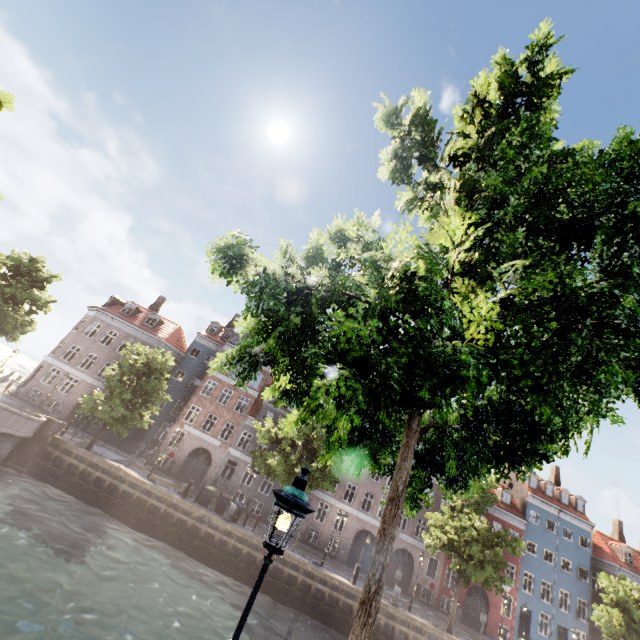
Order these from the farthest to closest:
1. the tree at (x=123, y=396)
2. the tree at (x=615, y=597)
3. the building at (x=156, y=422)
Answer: the building at (x=156, y=422)
the tree at (x=615, y=597)
the tree at (x=123, y=396)

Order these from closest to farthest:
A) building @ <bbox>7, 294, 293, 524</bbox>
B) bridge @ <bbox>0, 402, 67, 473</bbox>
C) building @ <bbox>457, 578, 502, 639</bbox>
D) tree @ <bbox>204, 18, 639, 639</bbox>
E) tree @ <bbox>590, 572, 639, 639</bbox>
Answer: tree @ <bbox>204, 18, 639, 639</bbox> < bridge @ <bbox>0, 402, 67, 473</bbox> < tree @ <bbox>590, 572, 639, 639</bbox> < building @ <bbox>457, 578, 502, 639</bbox> < building @ <bbox>7, 294, 293, 524</bbox>

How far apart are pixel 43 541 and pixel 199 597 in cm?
744

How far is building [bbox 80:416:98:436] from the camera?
30.47m

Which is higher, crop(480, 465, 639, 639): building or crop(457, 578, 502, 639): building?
crop(480, 465, 639, 639): building

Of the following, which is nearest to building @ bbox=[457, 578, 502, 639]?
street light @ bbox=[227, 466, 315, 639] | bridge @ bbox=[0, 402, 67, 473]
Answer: bridge @ bbox=[0, 402, 67, 473]

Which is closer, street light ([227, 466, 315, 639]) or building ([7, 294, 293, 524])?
street light ([227, 466, 315, 639])

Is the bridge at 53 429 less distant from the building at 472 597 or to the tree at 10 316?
the tree at 10 316
